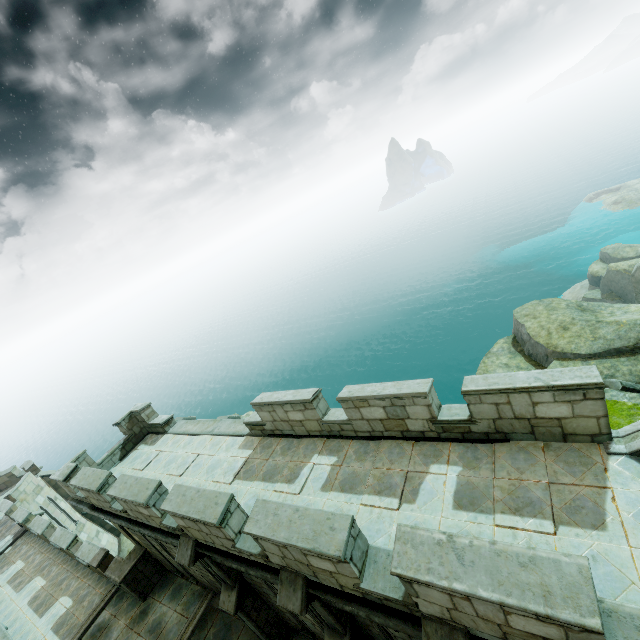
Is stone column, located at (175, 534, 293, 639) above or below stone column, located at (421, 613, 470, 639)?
below

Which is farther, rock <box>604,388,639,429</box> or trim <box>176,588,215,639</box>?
trim <box>176,588,215,639</box>

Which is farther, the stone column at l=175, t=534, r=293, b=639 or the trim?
the trim

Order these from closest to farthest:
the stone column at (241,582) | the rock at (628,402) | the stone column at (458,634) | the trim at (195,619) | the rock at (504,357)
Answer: the stone column at (458,634) → the rock at (628,402) → the stone column at (241,582) → the trim at (195,619) → the rock at (504,357)

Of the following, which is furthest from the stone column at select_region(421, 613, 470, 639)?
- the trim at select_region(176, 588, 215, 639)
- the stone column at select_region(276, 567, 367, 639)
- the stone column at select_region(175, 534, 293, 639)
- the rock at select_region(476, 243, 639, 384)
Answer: the trim at select_region(176, 588, 215, 639)

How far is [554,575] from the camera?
3.6 meters

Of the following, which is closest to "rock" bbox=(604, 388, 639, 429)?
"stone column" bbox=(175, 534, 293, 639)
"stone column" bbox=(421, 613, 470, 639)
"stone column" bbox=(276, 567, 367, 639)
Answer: "stone column" bbox=(421, 613, 470, 639)

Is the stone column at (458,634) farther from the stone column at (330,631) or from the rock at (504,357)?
the rock at (504,357)
